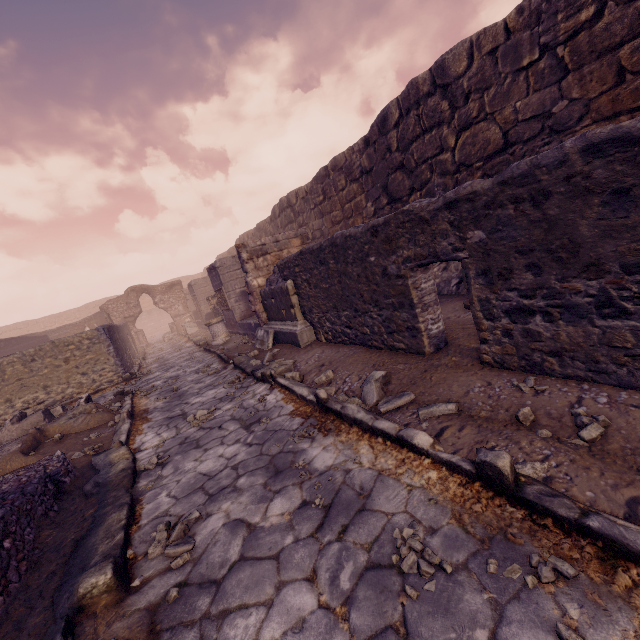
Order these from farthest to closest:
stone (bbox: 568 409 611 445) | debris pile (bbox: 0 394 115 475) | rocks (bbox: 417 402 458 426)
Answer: debris pile (bbox: 0 394 115 475) → rocks (bbox: 417 402 458 426) → stone (bbox: 568 409 611 445)

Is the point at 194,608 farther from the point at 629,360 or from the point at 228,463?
the point at 629,360

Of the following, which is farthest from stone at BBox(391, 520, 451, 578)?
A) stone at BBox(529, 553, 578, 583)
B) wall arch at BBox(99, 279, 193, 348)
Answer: wall arch at BBox(99, 279, 193, 348)

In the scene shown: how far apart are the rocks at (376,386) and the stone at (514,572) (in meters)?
1.78

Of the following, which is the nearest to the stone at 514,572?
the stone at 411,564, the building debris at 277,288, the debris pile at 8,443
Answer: the stone at 411,564

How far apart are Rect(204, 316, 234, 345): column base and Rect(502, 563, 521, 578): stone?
11.2 meters

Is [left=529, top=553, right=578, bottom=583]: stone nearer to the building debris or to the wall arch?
the building debris

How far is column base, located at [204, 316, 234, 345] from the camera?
11.94m
